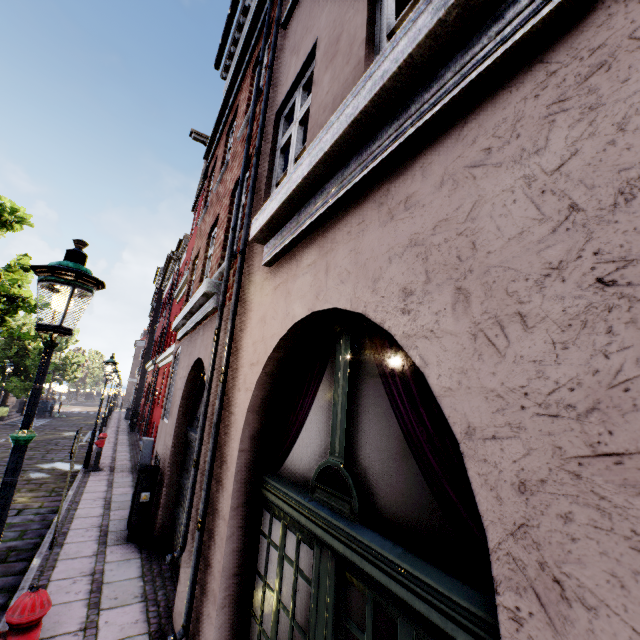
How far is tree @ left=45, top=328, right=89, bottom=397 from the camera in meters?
36.7

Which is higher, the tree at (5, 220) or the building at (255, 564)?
the tree at (5, 220)

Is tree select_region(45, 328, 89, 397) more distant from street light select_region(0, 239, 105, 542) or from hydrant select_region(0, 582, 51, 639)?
hydrant select_region(0, 582, 51, 639)

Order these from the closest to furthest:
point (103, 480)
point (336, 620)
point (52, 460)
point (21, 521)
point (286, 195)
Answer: point (336, 620) < point (286, 195) < point (21, 521) < point (103, 480) < point (52, 460)

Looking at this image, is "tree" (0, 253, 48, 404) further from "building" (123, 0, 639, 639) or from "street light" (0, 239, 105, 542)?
"building" (123, 0, 639, 639)

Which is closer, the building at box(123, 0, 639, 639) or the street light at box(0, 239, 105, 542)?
the building at box(123, 0, 639, 639)

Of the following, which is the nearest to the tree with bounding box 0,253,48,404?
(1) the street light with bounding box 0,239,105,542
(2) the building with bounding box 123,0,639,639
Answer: (1) the street light with bounding box 0,239,105,542

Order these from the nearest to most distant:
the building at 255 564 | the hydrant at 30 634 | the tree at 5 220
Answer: the building at 255 564
the hydrant at 30 634
the tree at 5 220
